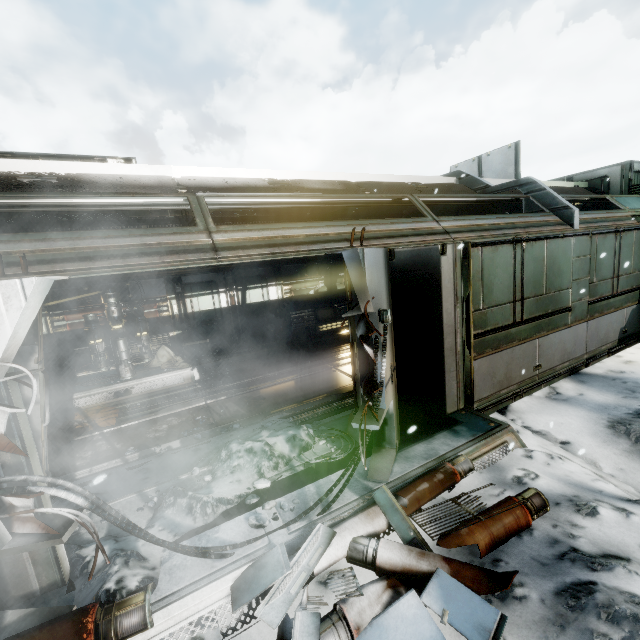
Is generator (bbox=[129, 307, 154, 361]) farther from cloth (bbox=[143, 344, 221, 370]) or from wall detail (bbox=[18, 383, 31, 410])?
wall detail (bbox=[18, 383, 31, 410])

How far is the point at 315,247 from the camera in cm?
396

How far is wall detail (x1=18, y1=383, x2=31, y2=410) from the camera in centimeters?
275cm

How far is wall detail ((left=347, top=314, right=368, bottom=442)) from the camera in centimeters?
437cm

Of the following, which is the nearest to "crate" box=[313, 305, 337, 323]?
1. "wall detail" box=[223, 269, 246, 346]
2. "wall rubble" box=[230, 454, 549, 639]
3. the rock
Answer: "wall detail" box=[223, 269, 246, 346]

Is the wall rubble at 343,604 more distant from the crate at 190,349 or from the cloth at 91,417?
the crate at 190,349

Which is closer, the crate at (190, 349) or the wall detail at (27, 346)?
the wall detail at (27, 346)

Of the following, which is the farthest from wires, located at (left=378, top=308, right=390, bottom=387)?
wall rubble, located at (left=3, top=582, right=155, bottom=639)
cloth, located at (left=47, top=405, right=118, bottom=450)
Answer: cloth, located at (left=47, top=405, right=118, bottom=450)
